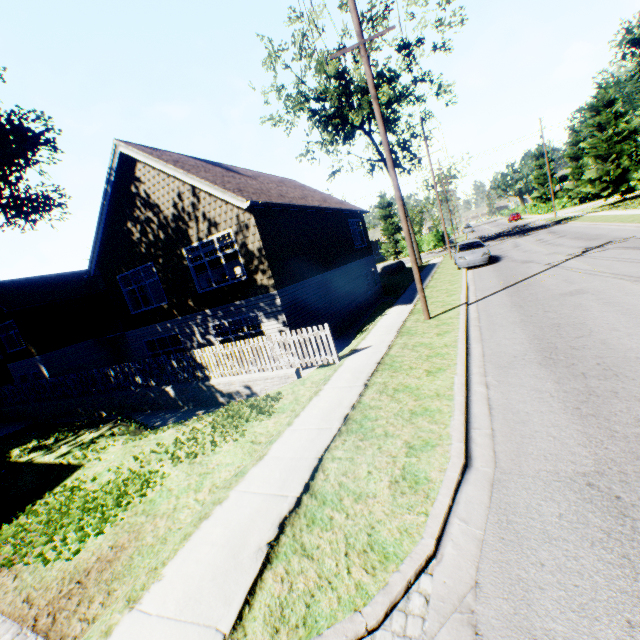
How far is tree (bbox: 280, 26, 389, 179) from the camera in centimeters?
2492cm

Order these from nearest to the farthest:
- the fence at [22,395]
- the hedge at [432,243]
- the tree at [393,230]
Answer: the fence at [22,395], the hedge at [432,243], the tree at [393,230]

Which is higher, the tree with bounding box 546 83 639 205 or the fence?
the tree with bounding box 546 83 639 205

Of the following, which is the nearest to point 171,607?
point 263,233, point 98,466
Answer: point 98,466

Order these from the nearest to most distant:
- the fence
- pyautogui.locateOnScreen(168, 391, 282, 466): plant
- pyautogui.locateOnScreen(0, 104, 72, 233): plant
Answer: pyautogui.locateOnScreen(168, 391, 282, 466): plant < the fence < pyautogui.locateOnScreen(0, 104, 72, 233): plant

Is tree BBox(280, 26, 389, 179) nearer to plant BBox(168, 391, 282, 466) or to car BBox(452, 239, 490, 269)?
plant BBox(168, 391, 282, 466)

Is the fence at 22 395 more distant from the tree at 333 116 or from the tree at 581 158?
the tree at 581 158
